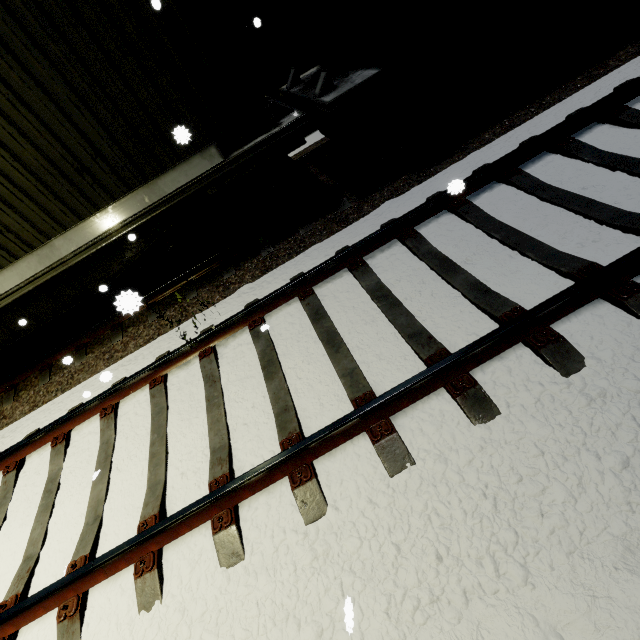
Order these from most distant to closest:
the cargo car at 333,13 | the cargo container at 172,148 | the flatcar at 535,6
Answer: the flatcar at 535,6 < the cargo car at 333,13 < the cargo container at 172,148

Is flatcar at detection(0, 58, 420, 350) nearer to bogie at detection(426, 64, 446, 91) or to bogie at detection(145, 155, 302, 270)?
bogie at detection(145, 155, 302, 270)

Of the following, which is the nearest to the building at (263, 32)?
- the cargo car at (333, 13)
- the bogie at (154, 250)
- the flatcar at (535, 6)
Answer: the cargo car at (333, 13)

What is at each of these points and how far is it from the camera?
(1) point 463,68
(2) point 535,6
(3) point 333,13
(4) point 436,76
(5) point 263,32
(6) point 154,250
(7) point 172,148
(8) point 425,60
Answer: (1) bogie, 5.1 meters
(2) flatcar, 4.7 meters
(3) cargo car, 4.9 meters
(4) bogie, 4.9 meters
(5) building, 7.6 meters
(6) bogie, 5.2 meters
(7) cargo container, 4.5 meters
(8) flatcar, 4.7 meters

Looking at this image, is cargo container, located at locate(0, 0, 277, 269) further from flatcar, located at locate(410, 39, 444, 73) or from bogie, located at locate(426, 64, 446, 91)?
bogie, located at locate(426, 64, 446, 91)

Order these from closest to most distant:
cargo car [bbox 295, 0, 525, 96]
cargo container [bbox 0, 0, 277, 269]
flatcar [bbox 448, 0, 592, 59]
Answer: cargo container [bbox 0, 0, 277, 269] < cargo car [bbox 295, 0, 525, 96] < flatcar [bbox 448, 0, 592, 59]

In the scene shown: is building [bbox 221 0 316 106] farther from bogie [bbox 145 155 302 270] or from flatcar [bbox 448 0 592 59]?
bogie [bbox 145 155 302 270]

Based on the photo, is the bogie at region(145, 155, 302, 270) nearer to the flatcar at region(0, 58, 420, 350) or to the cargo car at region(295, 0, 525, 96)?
the flatcar at region(0, 58, 420, 350)
